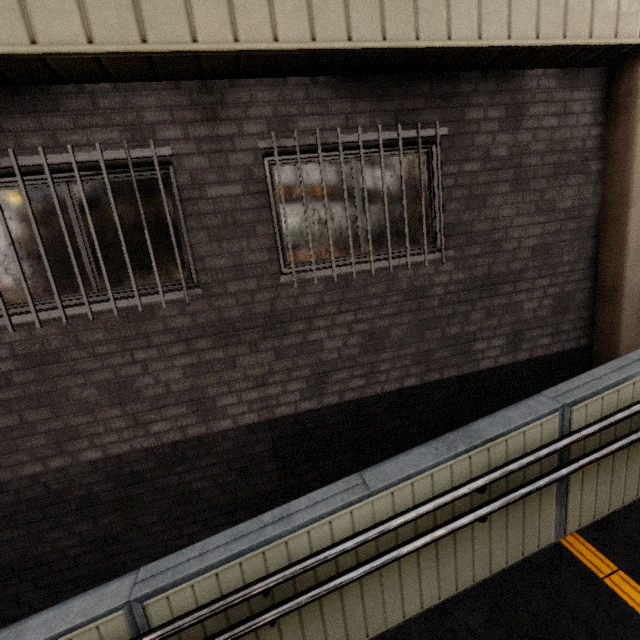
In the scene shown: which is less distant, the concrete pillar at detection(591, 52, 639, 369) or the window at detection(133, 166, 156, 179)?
the window at detection(133, 166, 156, 179)

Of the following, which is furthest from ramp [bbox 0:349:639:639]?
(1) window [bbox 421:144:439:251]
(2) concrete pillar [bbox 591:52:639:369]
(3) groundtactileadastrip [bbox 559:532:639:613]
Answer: (1) window [bbox 421:144:439:251]

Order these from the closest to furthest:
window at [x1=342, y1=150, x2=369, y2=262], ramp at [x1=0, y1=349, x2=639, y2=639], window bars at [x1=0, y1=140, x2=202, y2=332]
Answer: ramp at [x1=0, y1=349, x2=639, y2=639], window bars at [x1=0, y1=140, x2=202, y2=332], window at [x1=342, y1=150, x2=369, y2=262]

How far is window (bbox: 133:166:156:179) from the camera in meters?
2.8

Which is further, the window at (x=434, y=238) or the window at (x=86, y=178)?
the window at (x=434, y=238)

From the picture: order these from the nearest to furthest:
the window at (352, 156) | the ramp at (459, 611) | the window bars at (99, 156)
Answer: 1. the ramp at (459, 611)
2. the window bars at (99, 156)
3. the window at (352, 156)

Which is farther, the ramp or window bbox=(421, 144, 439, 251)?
window bbox=(421, 144, 439, 251)

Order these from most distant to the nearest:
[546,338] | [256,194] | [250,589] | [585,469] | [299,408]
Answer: [546,338], [299,408], [256,194], [585,469], [250,589]
